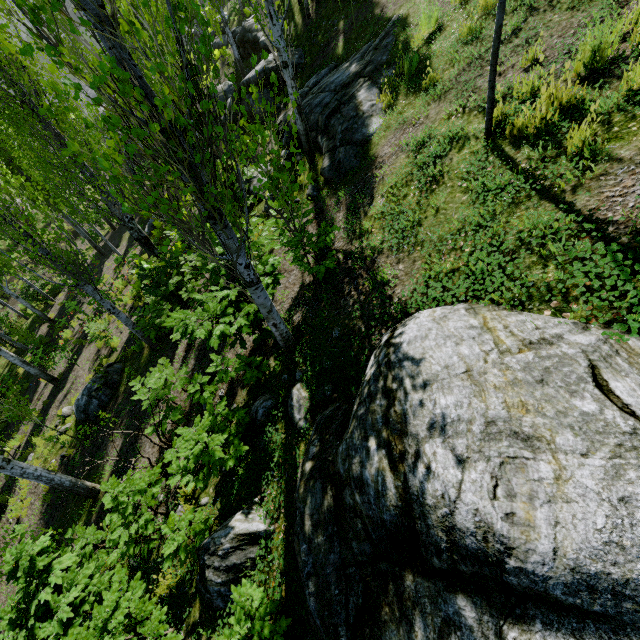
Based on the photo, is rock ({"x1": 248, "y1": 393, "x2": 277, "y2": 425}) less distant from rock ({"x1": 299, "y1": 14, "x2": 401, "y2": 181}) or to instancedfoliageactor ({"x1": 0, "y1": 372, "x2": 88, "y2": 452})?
instancedfoliageactor ({"x1": 0, "y1": 372, "x2": 88, "y2": 452})

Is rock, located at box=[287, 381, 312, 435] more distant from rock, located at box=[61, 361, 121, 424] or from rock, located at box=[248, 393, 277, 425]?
rock, located at box=[61, 361, 121, 424]

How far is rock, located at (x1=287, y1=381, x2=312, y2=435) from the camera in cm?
391

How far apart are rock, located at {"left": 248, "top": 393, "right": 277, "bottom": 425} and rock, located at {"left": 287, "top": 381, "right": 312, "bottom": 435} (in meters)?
0.15

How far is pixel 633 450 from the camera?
1.6 meters

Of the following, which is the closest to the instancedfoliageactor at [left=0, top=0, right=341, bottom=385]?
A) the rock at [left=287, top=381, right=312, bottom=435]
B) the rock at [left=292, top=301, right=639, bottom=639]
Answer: the rock at [left=287, top=381, right=312, bottom=435]

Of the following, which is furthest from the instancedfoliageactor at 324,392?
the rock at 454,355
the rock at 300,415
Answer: the rock at 454,355

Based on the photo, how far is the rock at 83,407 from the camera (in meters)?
9.78
